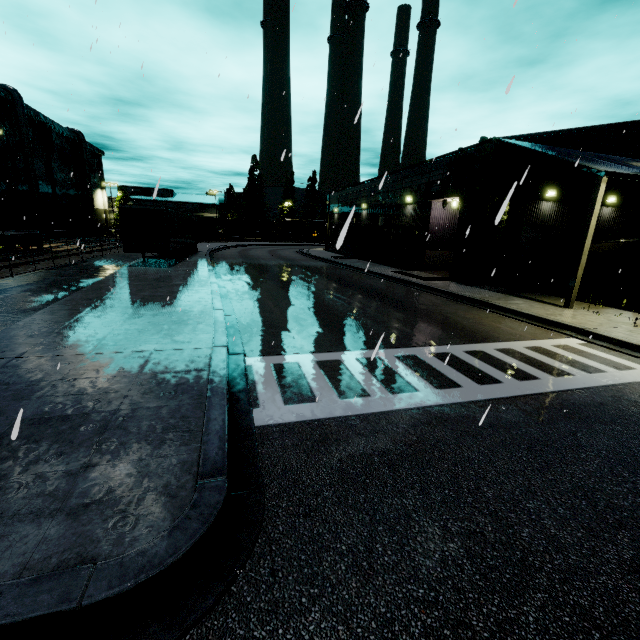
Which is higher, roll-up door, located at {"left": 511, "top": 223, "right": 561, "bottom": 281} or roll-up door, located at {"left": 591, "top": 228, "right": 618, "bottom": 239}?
roll-up door, located at {"left": 591, "top": 228, "right": 618, "bottom": 239}

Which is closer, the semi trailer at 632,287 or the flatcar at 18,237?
the semi trailer at 632,287

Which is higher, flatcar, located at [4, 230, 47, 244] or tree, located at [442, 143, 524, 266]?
tree, located at [442, 143, 524, 266]

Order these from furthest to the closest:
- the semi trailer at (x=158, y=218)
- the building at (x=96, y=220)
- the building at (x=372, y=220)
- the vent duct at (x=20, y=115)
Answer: the building at (x=96, y=220), the vent duct at (x=20, y=115), the semi trailer at (x=158, y=218), the building at (x=372, y=220)

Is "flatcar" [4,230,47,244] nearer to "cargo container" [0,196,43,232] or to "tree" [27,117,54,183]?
"cargo container" [0,196,43,232]

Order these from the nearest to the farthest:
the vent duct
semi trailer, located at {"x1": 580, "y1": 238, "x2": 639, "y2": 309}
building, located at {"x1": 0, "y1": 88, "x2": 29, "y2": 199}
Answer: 1. semi trailer, located at {"x1": 580, "y1": 238, "x2": 639, "y2": 309}
2. building, located at {"x1": 0, "y1": 88, "x2": 29, "y2": 199}
3. the vent duct

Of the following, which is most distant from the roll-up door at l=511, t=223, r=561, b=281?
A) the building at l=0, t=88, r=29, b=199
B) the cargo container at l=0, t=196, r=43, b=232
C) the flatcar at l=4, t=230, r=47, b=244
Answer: the flatcar at l=4, t=230, r=47, b=244

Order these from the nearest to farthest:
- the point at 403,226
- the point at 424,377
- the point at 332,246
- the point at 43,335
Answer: the point at 424,377 < the point at 43,335 < the point at 403,226 < the point at 332,246
